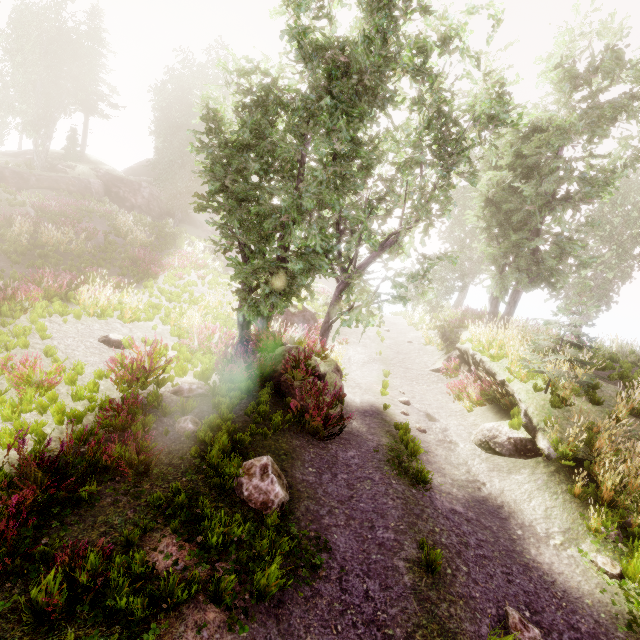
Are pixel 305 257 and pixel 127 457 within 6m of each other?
no

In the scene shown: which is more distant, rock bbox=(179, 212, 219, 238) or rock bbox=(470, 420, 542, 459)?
rock bbox=(179, 212, 219, 238)

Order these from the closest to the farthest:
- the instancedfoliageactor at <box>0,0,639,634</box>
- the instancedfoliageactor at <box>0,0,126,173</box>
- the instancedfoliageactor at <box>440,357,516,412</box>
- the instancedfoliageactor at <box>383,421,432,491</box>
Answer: the instancedfoliageactor at <box>0,0,639,634</box>
the instancedfoliageactor at <box>383,421,432,491</box>
the instancedfoliageactor at <box>440,357,516,412</box>
the instancedfoliageactor at <box>0,0,126,173</box>

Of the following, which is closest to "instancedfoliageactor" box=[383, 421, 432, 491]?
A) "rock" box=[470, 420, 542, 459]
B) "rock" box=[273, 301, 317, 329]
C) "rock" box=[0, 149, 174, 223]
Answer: "rock" box=[0, 149, 174, 223]

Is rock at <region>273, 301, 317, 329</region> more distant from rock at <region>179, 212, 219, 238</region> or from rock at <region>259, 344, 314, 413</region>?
rock at <region>179, 212, 219, 238</region>

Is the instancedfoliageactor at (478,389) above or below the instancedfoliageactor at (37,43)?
below

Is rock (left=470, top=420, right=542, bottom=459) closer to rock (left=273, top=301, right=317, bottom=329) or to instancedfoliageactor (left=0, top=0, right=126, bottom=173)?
instancedfoliageactor (left=0, top=0, right=126, bottom=173)

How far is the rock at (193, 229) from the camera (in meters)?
35.39
